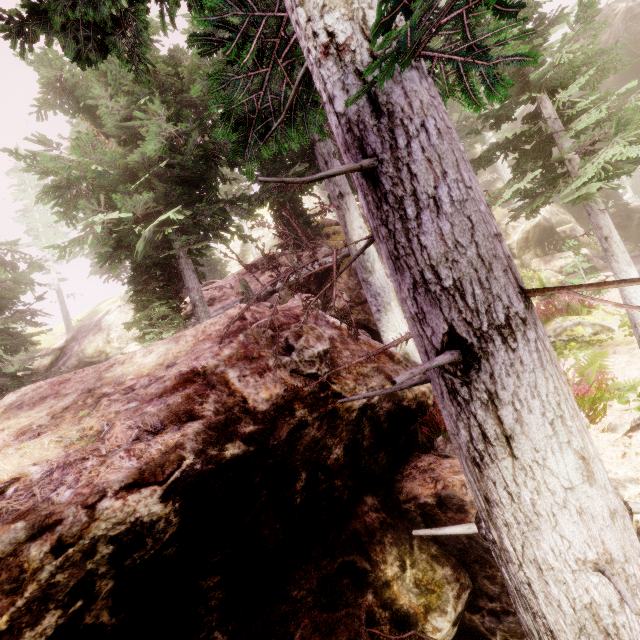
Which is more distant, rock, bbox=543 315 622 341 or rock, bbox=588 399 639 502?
rock, bbox=543 315 622 341

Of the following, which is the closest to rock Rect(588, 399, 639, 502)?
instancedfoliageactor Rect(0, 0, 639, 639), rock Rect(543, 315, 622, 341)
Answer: instancedfoliageactor Rect(0, 0, 639, 639)

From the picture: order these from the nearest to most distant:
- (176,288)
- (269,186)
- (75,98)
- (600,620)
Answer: (600,620), (75,98), (176,288), (269,186)

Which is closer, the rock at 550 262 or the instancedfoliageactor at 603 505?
the instancedfoliageactor at 603 505

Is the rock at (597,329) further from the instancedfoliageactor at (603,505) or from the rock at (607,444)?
the rock at (607,444)

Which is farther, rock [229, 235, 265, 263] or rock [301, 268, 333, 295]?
rock [229, 235, 265, 263]

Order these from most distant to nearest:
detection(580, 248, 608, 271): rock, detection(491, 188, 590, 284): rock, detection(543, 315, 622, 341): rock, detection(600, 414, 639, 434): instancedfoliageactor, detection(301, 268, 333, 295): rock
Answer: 1. detection(491, 188, 590, 284): rock
2. detection(301, 268, 333, 295): rock
3. detection(580, 248, 608, 271): rock
4. detection(543, 315, 622, 341): rock
5. detection(600, 414, 639, 434): instancedfoliageactor
